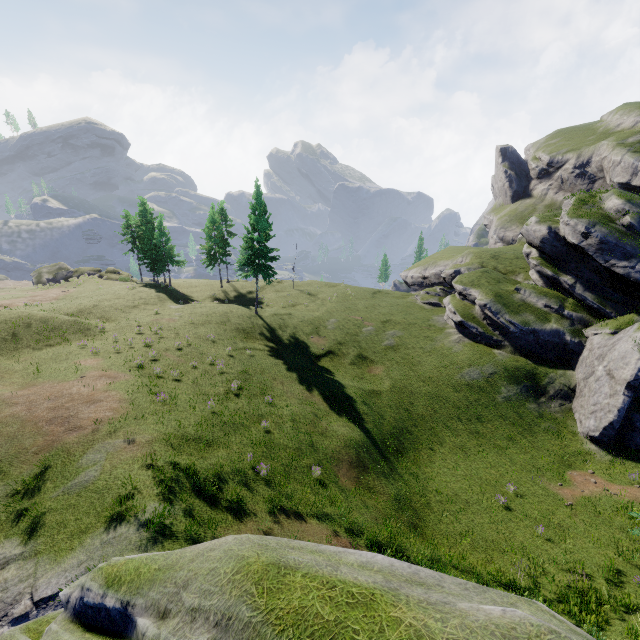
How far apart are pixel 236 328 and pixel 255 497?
22.6 meters
